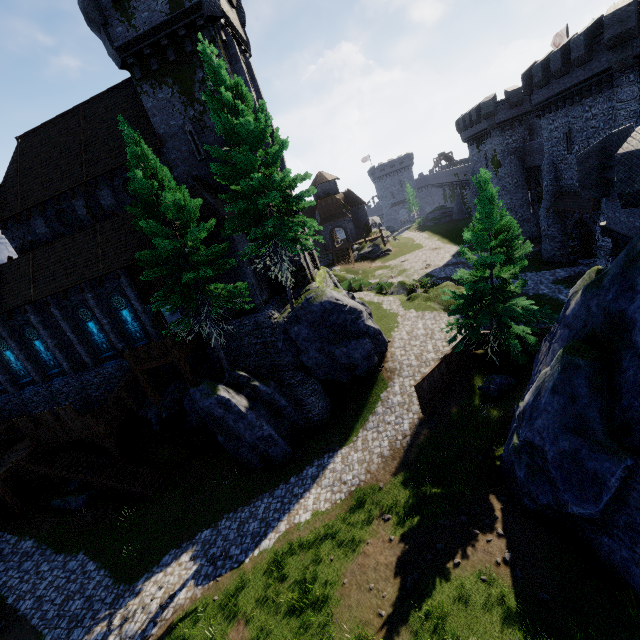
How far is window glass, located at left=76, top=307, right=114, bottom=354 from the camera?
22.61m

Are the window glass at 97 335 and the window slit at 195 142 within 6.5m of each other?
no

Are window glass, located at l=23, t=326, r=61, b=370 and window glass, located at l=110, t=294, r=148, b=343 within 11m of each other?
yes

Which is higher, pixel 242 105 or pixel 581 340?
pixel 242 105

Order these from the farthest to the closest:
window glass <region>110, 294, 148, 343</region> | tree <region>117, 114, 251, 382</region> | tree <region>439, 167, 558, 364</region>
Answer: window glass <region>110, 294, 148, 343</region>
tree <region>439, 167, 558, 364</region>
tree <region>117, 114, 251, 382</region>

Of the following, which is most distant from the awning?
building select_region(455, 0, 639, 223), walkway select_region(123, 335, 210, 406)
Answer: walkway select_region(123, 335, 210, 406)

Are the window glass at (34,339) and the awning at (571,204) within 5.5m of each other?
no

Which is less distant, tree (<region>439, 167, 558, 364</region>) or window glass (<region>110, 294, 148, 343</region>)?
tree (<region>439, 167, 558, 364</region>)
